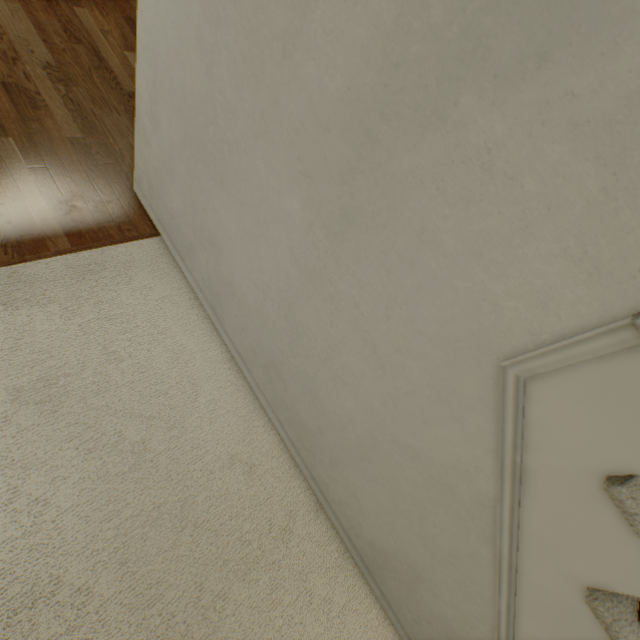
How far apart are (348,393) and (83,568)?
1.05m
